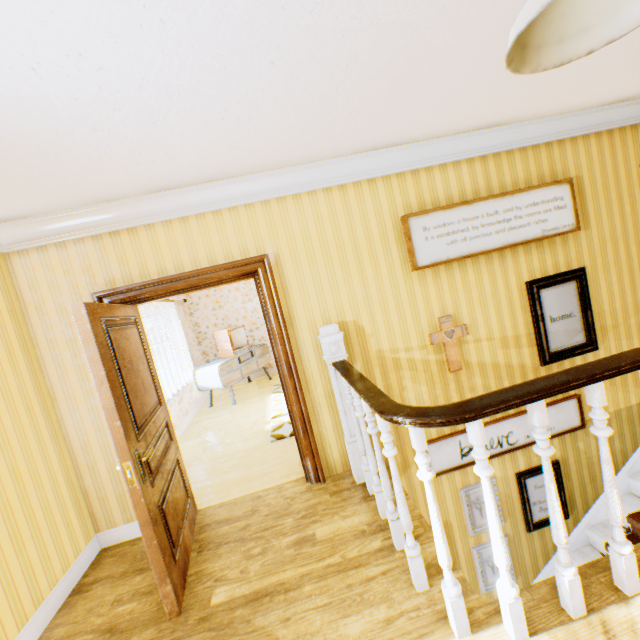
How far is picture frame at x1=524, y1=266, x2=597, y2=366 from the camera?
3.6m

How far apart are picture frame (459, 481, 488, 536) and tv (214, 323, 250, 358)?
5.3m

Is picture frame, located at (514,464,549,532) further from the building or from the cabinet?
the cabinet

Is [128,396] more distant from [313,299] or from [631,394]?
[631,394]

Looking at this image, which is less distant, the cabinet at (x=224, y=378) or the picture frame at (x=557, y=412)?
the picture frame at (x=557, y=412)

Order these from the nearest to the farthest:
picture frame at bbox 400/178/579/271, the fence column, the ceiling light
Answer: the ceiling light
picture frame at bbox 400/178/579/271
the fence column

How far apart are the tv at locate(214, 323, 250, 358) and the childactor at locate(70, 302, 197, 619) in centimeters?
401cm

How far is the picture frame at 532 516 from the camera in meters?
3.8 m
